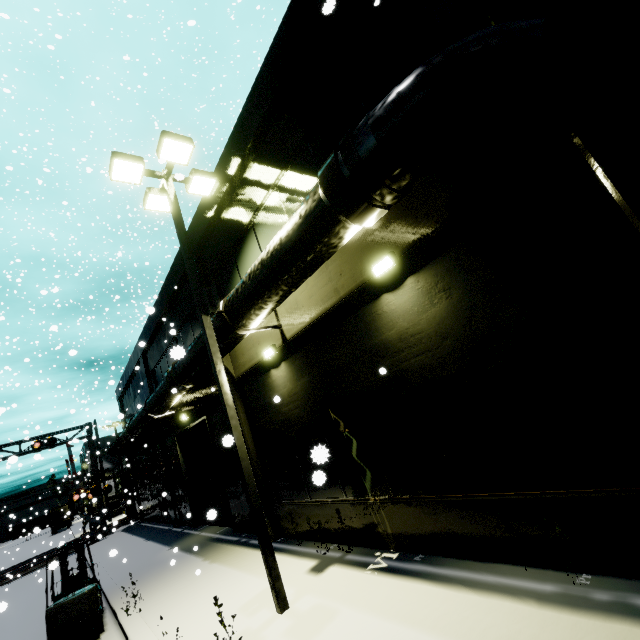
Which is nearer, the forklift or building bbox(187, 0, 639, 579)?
building bbox(187, 0, 639, 579)

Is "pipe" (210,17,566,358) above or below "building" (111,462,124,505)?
below

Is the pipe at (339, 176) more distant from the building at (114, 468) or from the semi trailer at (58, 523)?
the semi trailer at (58, 523)

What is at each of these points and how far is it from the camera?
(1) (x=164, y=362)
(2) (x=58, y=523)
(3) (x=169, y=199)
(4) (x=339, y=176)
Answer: (1) building, 17.47m
(2) semi trailer, 56.09m
(3) light, 7.95m
(4) pipe, 4.39m

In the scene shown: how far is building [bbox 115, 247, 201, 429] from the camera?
13.3m

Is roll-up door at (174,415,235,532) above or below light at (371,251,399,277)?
below

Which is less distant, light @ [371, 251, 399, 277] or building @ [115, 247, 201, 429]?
light @ [371, 251, 399, 277]

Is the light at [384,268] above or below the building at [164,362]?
below
